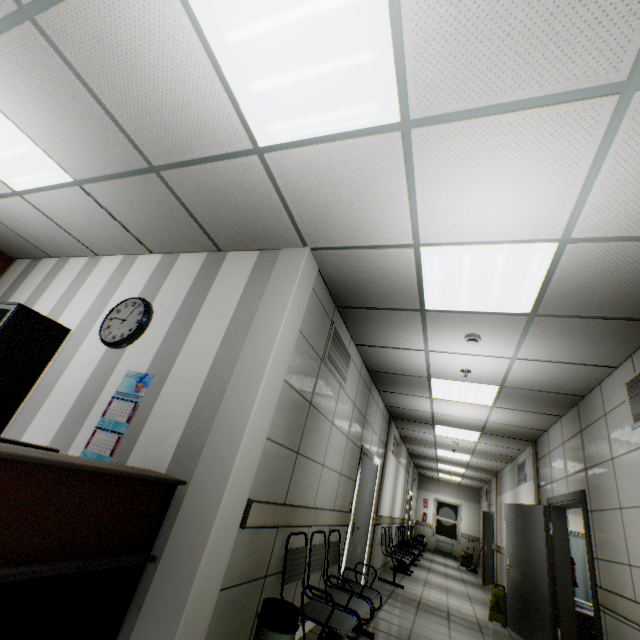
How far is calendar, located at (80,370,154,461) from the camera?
2.6 meters

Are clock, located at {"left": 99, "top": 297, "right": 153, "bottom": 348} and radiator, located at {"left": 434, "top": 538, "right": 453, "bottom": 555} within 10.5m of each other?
no

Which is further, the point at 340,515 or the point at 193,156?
the point at 340,515

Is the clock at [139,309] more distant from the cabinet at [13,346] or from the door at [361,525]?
the door at [361,525]

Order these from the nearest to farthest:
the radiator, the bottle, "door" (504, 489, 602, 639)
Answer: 1. "door" (504, 489, 602, 639)
2. the bottle
3. the radiator

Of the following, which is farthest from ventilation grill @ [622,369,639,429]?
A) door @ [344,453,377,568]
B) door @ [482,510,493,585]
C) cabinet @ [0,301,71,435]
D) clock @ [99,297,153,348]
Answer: door @ [482,510,493,585]

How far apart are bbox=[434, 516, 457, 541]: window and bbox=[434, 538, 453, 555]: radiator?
0.13m

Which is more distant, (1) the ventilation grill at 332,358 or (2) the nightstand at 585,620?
(2) the nightstand at 585,620
